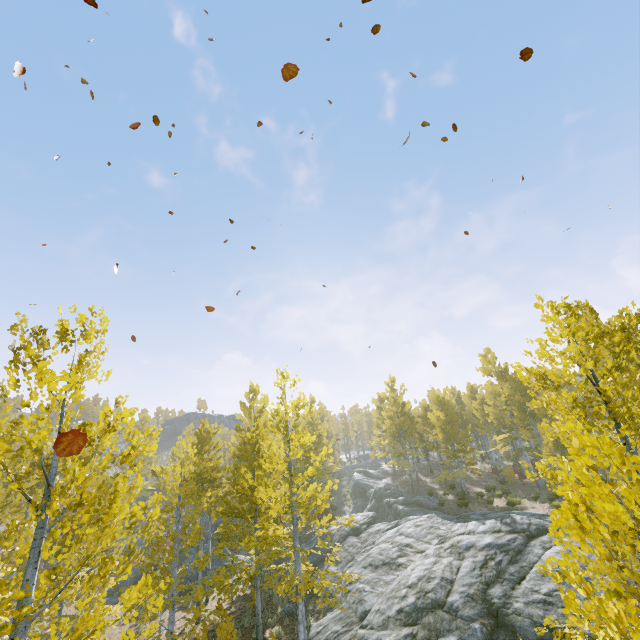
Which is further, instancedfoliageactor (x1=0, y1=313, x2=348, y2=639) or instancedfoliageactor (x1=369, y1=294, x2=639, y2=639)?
instancedfoliageactor (x1=0, y1=313, x2=348, y2=639)

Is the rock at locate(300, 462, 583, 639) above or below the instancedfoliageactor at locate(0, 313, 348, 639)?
below

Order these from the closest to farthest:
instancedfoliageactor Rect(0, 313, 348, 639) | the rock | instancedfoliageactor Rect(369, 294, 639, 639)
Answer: instancedfoliageactor Rect(369, 294, 639, 639)
instancedfoliageactor Rect(0, 313, 348, 639)
the rock

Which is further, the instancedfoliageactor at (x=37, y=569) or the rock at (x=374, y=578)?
the rock at (x=374, y=578)

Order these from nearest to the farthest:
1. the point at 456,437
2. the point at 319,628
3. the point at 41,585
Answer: the point at 41,585 → the point at 319,628 → the point at 456,437

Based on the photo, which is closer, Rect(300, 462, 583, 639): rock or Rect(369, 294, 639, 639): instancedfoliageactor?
Rect(369, 294, 639, 639): instancedfoliageactor

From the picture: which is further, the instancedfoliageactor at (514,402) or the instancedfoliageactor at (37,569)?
the instancedfoliageactor at (37,569)
